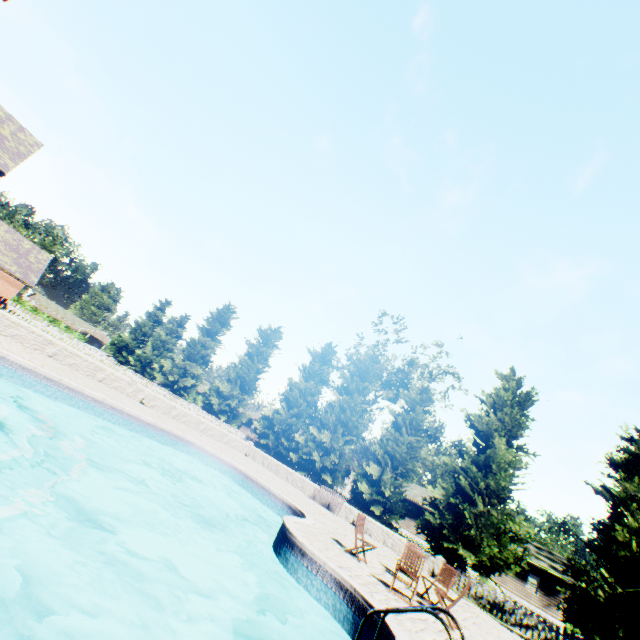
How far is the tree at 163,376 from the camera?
36.00m

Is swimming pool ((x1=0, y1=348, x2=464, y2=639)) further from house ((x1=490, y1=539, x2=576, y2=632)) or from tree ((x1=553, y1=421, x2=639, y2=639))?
house ((x1=490, y1=539, x2=576, y2=632))

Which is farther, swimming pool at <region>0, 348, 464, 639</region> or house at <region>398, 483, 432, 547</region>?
house at <region>398, 483, 432, 547</region>

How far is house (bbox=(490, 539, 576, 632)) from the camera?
29.34m

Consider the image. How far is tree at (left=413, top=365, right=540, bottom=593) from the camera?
17.33m

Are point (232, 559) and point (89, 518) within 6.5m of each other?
yes

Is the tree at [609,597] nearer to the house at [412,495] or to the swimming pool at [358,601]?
the house at [412,495]
